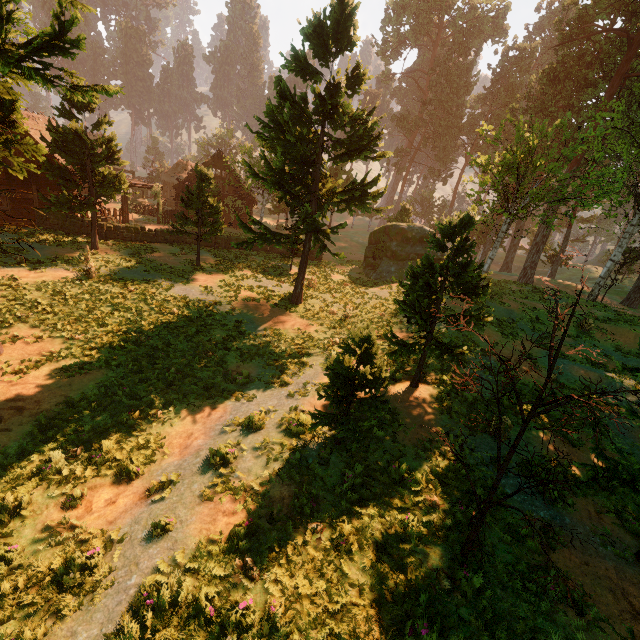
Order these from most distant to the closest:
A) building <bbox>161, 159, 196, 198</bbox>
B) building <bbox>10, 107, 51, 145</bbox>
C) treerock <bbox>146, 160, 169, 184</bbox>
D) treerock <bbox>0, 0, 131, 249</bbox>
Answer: treerock <bbox>146, 160, 169, 184</bbox> → building <bbox>161, 159, 196, 198</bbox> → building <bbox>10, 107, 51, 145</bbox> → treerock <bbox>0, 0, 131, 249</bbox>

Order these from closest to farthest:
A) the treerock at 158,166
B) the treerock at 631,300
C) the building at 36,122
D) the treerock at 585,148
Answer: the treerock at 585,148, the building at 36,122, the treerock at 631,300, the treerock at 158,166

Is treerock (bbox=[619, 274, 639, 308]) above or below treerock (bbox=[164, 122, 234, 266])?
below

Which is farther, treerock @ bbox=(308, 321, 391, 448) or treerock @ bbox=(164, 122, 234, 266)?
treerock @ bbox=(164, 122, 234, 266)

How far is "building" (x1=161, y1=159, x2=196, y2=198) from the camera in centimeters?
3545cm

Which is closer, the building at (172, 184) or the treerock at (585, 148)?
the treerock at (585, 148)

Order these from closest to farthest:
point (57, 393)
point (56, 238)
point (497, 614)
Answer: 1. point (497, 614)
2. point (57, 393)
3. point (56, 238)

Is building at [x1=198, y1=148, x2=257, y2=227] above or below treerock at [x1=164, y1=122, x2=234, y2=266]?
above
